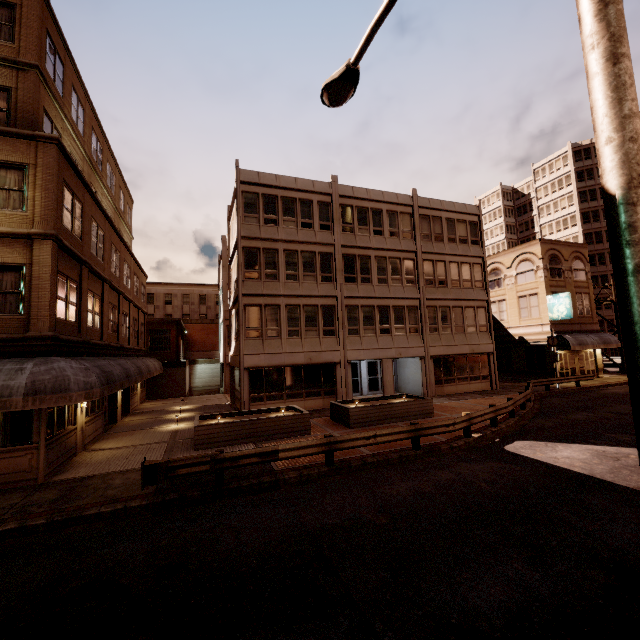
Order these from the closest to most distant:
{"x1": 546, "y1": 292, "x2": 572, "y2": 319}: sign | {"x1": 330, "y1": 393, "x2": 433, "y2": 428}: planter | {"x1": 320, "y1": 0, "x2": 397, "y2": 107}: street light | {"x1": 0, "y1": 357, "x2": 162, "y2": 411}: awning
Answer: {"x1": 320, "y1": 0, "x2": 397, "y2": 107}: street light → {"x1": 0, "y1": 357, "x2": 162, "y2": 411}: awning → {"x1": 330, "y1": 393, "x2": 433, "y2": 428}: planter → {"x1": 546, "y1": 292, "x2": 572, "y2": 319}: sign

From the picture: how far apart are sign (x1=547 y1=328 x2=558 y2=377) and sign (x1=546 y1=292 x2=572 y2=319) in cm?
354

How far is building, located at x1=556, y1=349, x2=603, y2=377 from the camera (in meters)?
29.95

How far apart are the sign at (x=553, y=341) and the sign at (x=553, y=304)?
3.54m

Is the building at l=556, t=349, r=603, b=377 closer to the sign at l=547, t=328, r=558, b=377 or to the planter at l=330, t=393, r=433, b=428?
the planter at l=330, t=393, r=433, b=428

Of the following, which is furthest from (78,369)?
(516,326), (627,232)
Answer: (516,326)

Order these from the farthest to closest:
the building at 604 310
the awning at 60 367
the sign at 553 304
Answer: the building at 604 310
the sign at 553 304
the awning at 60 367

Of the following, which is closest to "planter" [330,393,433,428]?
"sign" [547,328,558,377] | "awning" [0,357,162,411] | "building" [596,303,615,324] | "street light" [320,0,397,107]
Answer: "awning" [0,357,162,411]
